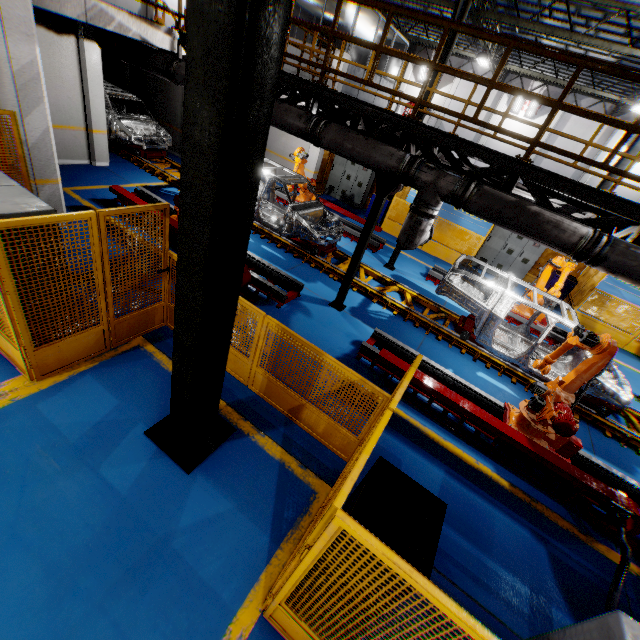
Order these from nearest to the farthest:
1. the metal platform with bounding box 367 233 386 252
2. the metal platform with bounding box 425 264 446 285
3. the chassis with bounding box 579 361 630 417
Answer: the chassis with bounding box 579 361 630 417, the metal platform with bounding box 425 264 446 285, the metal platform with bounding box 367 233 386 252

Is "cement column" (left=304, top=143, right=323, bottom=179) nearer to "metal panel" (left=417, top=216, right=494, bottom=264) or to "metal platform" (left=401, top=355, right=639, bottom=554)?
"metal panel" (left=417, top=216, right=494, bottom=264)

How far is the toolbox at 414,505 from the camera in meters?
2.8 m

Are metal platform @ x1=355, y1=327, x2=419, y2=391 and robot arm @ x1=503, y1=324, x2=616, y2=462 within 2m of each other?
yes

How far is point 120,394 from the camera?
4.5 meters

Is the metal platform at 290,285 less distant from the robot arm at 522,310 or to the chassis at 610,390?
the chassis at 610,390

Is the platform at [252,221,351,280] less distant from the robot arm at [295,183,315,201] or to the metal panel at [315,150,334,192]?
the robot arm at [295,183,315,201]

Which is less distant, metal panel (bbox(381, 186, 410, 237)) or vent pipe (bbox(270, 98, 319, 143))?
vent pipe (bbox(270, 98, 319, 143))
